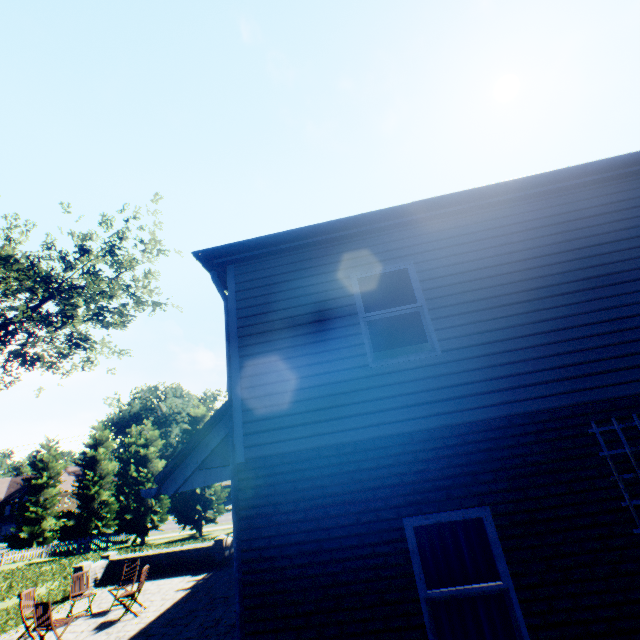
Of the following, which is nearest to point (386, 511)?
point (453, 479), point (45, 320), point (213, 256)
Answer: point (453, 479)

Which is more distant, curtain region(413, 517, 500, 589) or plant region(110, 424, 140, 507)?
plant region(110, 424, 140, 507)

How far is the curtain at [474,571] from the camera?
3.9 meters

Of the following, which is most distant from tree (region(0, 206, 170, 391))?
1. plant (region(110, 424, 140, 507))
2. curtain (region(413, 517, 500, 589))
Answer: curtain (region(413, 517, 500, 589))

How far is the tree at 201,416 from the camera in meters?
30.6 m

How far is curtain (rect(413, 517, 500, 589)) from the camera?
3.9 meters

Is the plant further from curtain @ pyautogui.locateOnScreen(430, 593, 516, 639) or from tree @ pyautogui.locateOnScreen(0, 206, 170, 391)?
curtain @ pyautogui.locateOnScreen(430, 593, 516, 639)
